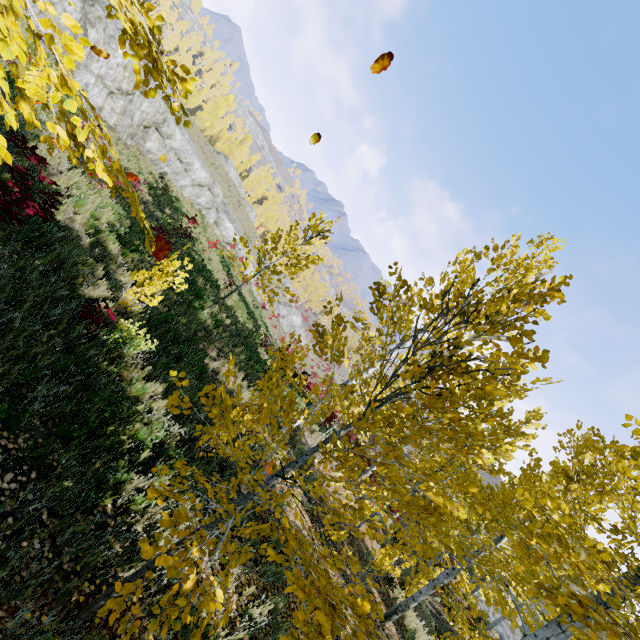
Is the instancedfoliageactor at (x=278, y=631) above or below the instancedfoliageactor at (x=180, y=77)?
below

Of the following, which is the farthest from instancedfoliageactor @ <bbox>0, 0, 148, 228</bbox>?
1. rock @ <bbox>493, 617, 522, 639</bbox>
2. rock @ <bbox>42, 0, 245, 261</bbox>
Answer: rock @ <bbox>42, 0, 245, 261</bbox>

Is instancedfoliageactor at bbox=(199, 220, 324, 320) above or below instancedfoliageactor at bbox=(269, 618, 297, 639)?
above

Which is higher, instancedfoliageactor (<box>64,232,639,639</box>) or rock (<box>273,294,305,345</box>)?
instancedfoliageactor (<box>64,232,639,639</box>)

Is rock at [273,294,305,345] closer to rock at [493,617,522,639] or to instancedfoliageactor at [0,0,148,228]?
rock at [493,617,522,639]

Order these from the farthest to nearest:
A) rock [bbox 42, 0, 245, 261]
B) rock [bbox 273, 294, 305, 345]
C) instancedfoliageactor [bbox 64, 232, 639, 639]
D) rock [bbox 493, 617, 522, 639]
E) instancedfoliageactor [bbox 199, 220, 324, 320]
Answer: rock [bbox 273, 294, 305, 345] → rock [bbox 493, 617, 522, 639] → rock [bbox 42, 0, 245, 261] → instancedfoliageactor [bbox 199, 220, 324, 320] → instancedfoliageactor [bbox 64, 232, 639, 639]

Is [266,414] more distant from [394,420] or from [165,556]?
[394,420]

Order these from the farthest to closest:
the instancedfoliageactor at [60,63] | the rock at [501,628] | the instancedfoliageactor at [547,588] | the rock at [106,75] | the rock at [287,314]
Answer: the rock at [287,314]
the rock at [501,628]
the rock at [106,75]
the instancedfoliageactor at [547,588]
the instancedfoliageactor at [60,63]
